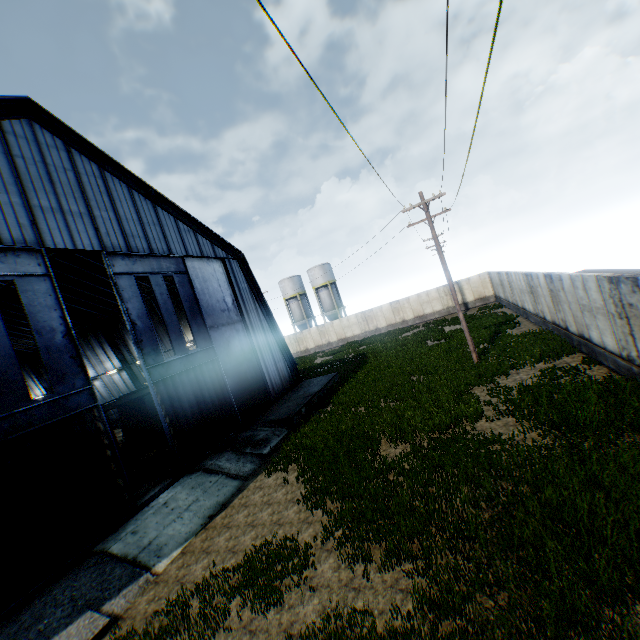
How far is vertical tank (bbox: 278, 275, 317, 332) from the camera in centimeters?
5338cm

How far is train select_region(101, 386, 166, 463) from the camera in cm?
2025

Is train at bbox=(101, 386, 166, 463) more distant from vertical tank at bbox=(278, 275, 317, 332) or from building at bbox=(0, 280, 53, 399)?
vertical tank at bbox=(278, 275, 317, 332)

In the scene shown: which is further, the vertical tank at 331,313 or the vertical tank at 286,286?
the vertical tank at 286,286

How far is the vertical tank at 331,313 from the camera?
51.16m

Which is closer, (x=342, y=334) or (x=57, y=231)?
(x=57, y=231)

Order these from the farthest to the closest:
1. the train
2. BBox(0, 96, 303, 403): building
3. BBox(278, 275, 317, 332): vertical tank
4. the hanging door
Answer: BBox(278, 275, 317, 332): vertical tank
the train
BBox(0, 96, 303, 403): building
the hanging door

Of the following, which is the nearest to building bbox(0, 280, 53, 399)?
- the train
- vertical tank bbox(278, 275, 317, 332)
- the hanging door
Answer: the hanging door
